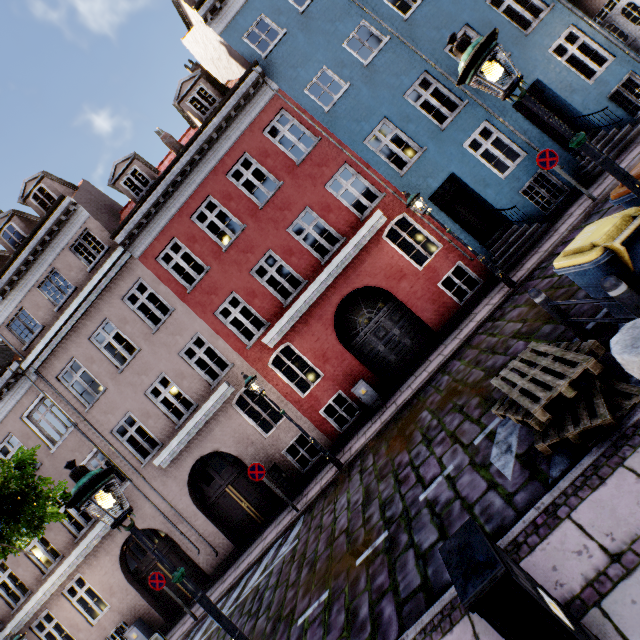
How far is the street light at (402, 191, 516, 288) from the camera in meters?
8.7 m

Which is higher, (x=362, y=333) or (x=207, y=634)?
(x=362, y=333)

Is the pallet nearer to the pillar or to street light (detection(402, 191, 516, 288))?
the pillar

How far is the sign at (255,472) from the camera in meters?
9.7 m

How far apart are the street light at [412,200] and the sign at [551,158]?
2.7m

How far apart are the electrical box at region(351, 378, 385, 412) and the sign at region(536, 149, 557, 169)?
7.8 meters

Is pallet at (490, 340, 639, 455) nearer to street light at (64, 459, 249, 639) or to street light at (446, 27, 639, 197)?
street light at (446, 27, 639, 197)

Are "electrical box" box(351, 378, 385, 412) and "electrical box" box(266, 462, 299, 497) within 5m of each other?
yes
